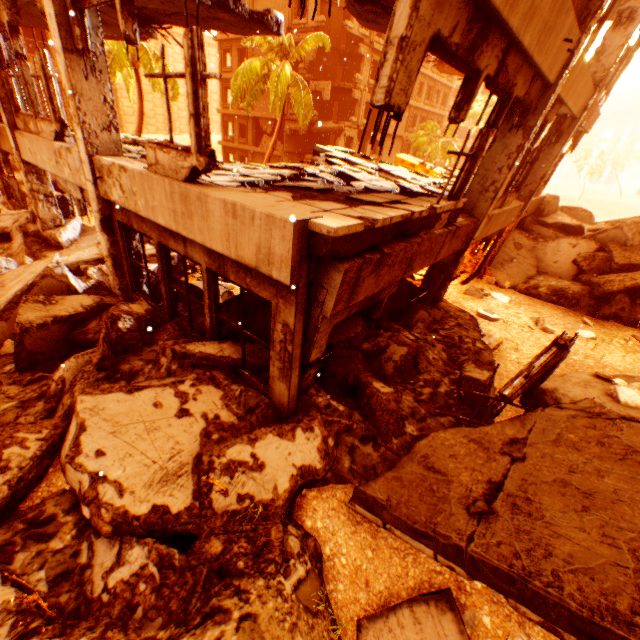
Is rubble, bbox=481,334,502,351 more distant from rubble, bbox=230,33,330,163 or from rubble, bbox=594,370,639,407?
rubble, bbox=230,33,330,163

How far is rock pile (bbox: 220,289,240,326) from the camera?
6.1m

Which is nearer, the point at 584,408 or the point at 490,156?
the point at 584,408

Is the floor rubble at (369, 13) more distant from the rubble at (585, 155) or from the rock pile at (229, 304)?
the rubble at (585, 155)

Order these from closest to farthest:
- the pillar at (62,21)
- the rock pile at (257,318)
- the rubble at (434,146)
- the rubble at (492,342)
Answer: the pillar at (62,21) → the rock pile at (257,318) → the rubble at (492,342) → the rubble at (434,146)

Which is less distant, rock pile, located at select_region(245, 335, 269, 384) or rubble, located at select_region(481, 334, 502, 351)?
rock pile, located at select_region(245, 335, 269, 384)

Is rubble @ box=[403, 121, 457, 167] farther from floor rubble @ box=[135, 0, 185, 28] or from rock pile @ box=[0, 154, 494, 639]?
floor rubble @ box=[135, 0, 185, 28]
